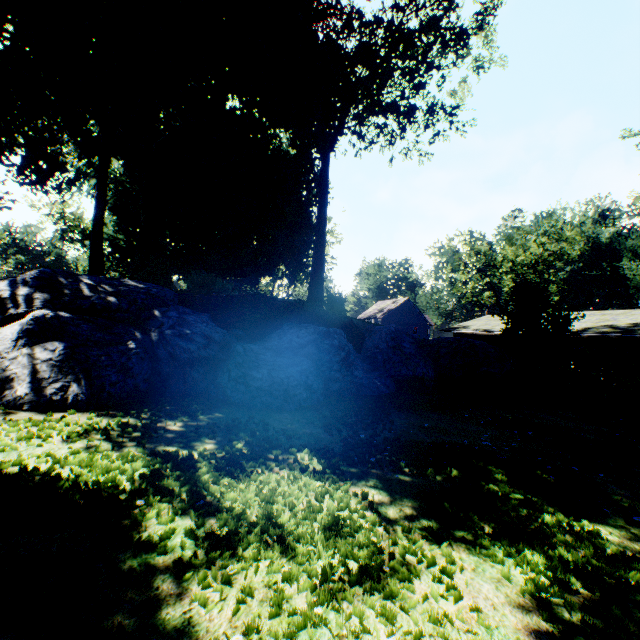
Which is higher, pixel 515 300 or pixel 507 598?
pixel 515 300

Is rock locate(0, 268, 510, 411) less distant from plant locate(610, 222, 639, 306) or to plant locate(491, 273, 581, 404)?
plant locate(491, 273, 581, 404)

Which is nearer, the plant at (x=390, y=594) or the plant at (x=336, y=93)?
the plant at (x=390, y=594)

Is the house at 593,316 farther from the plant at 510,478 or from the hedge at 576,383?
the plant at 510,478

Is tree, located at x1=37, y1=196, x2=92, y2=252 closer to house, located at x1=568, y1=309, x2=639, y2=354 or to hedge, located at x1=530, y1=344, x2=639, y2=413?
hedge, located at x1=530, y1=344, x2=639, y2=413

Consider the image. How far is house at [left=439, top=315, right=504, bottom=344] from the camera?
29.2m

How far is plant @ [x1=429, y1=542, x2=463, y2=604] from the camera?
2.3 meters
